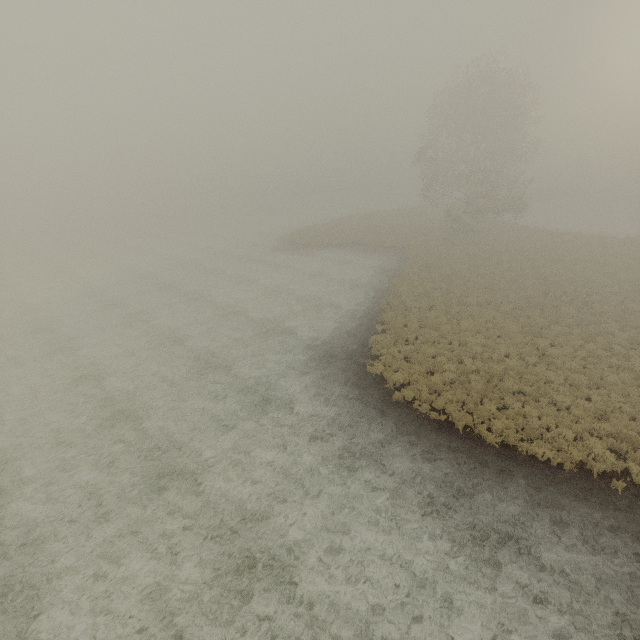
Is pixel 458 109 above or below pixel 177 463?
above
